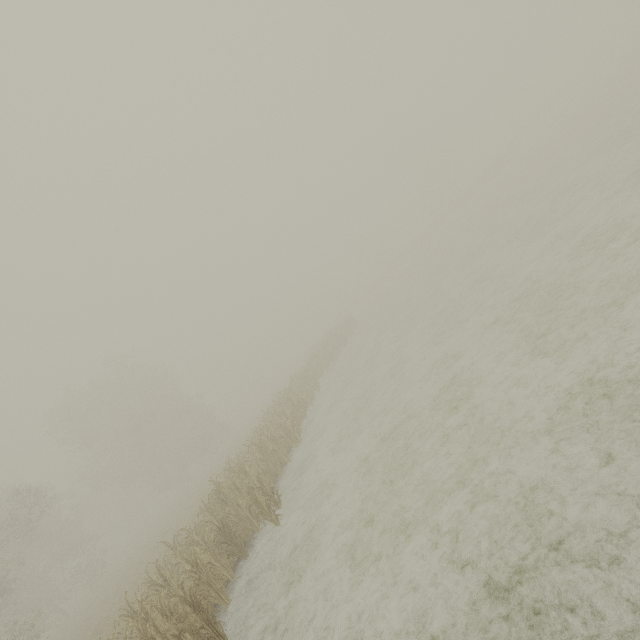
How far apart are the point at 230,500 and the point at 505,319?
11.1 meters
